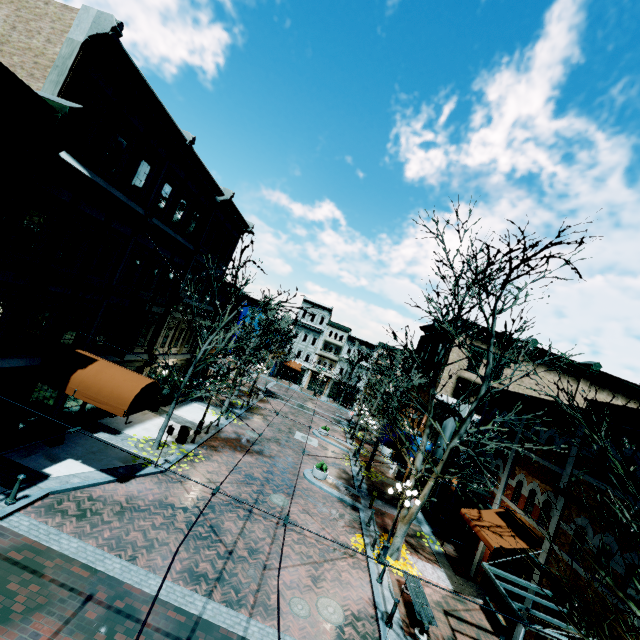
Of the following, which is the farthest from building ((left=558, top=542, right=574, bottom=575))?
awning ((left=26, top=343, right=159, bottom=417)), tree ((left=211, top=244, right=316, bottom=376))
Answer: tree ((left=211, top=244, right=316, bottom=376))

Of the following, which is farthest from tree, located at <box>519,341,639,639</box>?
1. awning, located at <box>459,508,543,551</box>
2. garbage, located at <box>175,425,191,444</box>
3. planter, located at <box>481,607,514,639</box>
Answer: garbage, located at <box>175,425,191,444</box>

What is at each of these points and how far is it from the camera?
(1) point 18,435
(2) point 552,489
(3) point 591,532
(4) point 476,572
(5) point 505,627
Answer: (1) building, 12.2m
(2) building, 13.3m
(3) building, 10.6m
(4) building, 15.8m
(5) planter, 12.1m

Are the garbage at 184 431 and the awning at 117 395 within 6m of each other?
yes

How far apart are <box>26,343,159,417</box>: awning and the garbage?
4.9 meters

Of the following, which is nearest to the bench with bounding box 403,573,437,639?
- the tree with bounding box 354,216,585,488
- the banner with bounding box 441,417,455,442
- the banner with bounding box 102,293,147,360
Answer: the tree with bounding box 354,216,585,488

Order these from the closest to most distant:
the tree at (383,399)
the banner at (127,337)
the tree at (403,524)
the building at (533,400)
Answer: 1. the tree at (383,399)
2. the tree at (403,524)
3. the banner at (127,337)
4. the building at (533,400)

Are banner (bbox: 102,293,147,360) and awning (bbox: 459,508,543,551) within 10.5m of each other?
no
